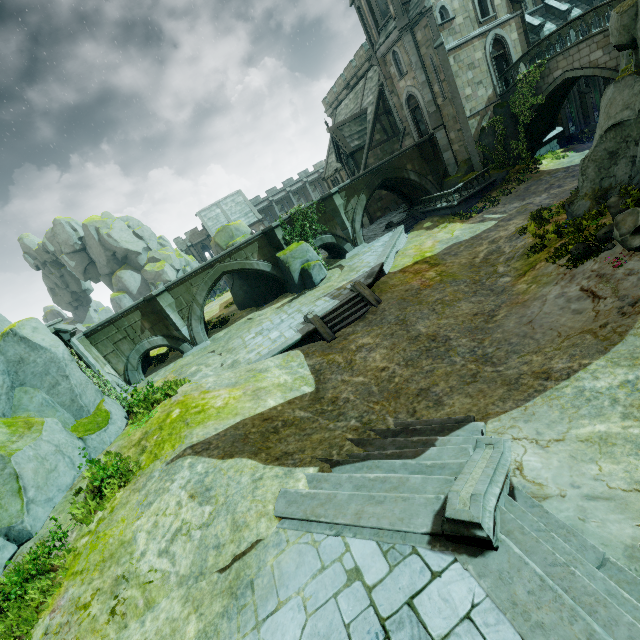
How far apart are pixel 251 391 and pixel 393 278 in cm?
1028

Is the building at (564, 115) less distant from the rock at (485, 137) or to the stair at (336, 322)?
the rock at (485, 137)

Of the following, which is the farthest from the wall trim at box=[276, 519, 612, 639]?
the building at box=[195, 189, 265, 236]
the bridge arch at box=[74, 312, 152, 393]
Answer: A: the building at box=[195, 189, 265, 236]

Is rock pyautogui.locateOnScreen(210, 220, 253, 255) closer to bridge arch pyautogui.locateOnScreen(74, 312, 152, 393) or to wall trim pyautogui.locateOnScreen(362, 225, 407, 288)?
wall trim pyautogui.locateOnScreen(362, 225, 407, 288)

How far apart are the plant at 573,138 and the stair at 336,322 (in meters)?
24.30

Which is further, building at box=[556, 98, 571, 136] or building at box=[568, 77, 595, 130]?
building at box=[568, 77, 595, 130]

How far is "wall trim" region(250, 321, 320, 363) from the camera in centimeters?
1505cm

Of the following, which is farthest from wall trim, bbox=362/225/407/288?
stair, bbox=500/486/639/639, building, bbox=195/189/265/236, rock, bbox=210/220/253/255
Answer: building, bbox=195/189/265/236
